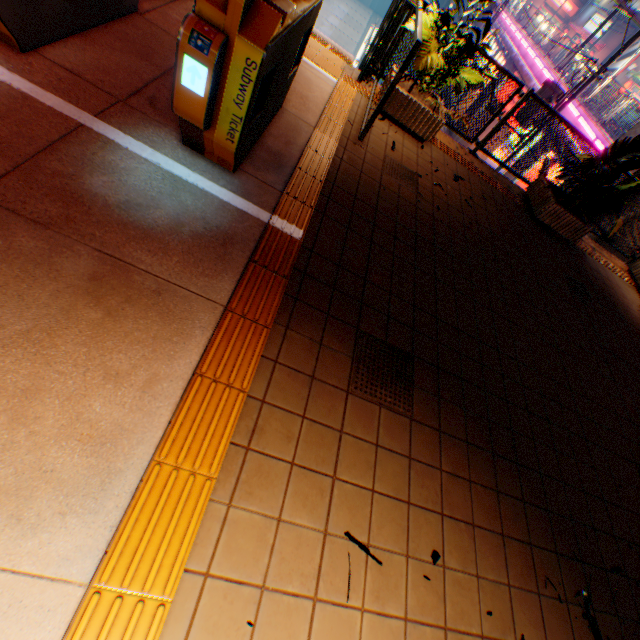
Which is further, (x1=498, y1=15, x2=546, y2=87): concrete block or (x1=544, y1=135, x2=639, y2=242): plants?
(x1=498, y1=15, x2=546, y2=87): concrete block

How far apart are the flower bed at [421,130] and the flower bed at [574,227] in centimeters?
248cm

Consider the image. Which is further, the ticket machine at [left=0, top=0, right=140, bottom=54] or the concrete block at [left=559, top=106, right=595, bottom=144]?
the concrete block at [left=559, top=106, right=595, bottom=144]

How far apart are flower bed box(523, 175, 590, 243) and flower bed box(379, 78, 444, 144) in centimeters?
248cm

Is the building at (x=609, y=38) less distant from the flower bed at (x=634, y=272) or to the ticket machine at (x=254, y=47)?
the flower bed at (x=634, y=272)

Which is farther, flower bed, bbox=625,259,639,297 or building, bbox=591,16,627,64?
building, bbox=591,16,627,64

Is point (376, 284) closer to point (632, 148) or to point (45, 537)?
point (45, 537)

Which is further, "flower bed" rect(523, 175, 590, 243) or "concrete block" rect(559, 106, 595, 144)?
"concrete block" rect(559, 106, 595, 144)
